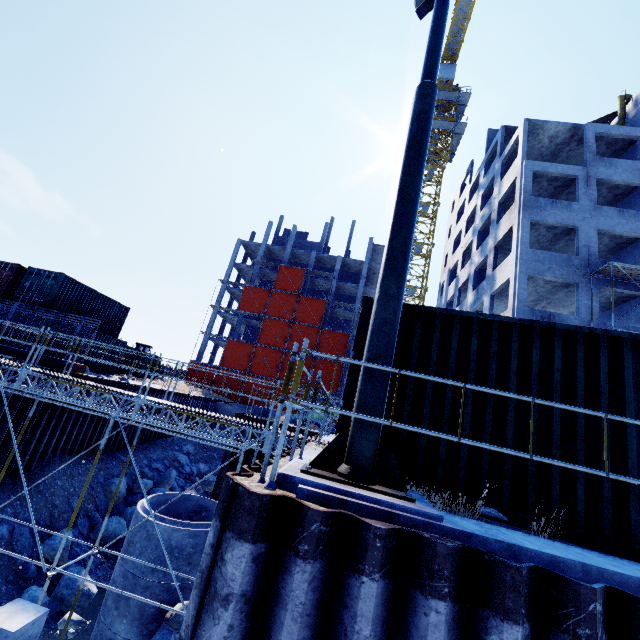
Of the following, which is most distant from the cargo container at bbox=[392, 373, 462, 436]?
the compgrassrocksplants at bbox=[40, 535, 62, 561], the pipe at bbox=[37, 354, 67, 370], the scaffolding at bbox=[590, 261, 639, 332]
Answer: the pipe at bbox=[37, 354, 67, 370]

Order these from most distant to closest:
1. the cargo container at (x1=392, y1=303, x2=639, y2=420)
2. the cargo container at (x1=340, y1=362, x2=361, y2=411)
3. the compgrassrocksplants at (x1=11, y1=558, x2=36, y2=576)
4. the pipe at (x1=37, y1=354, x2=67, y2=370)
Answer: the pipe at (x1=37, y1=354, x2=67, y2=370)
the compgrassrocksplants at (x1=11, y1=558, x2=36, y2=576)
the cargo container at (x1=340, y1=362, x2=361, y2=411)
the cargo container at (x1=392, y1=303, x2=639, y2=420)

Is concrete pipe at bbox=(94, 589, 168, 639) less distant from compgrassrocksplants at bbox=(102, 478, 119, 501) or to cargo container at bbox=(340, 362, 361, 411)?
compgrassrocksplants at bbox=(102, 478, 119, 501)

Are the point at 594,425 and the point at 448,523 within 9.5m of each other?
yes

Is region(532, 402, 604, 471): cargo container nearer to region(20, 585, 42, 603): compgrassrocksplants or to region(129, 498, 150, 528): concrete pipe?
region(129, 498, 150, 528): concrete pipe

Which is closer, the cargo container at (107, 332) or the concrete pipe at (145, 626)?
the concrete pipe at (145, 626)

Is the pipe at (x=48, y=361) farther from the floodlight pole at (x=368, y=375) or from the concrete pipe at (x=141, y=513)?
the floodlight pole at (x=368, y=375)

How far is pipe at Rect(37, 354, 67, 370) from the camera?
14.0 meters
